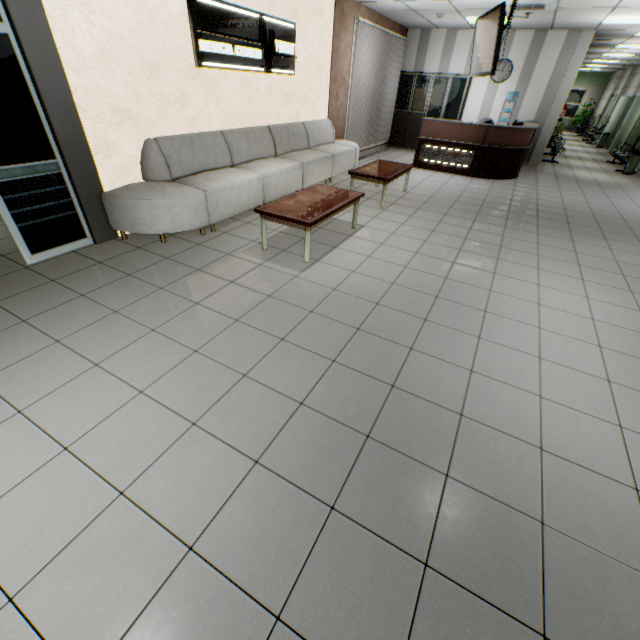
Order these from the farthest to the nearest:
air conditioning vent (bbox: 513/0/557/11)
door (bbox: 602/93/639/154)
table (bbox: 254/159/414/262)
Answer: door (bbox: 602/93/639/154)
air conditioning vent (bbox: 513/0/557/11)
table (bbox: 254/159/414/262)

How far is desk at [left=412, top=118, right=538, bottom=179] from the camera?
7.8 meters

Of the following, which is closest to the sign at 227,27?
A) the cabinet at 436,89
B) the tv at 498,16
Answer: the tv at 498,16

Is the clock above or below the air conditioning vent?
below

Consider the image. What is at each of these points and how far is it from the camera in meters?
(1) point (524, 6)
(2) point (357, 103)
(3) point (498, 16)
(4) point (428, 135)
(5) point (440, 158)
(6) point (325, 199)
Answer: (1) air conditioning vent, 6.3
(2) blinds, 8.6
(3) tv, 4.8
(4) desk, 8.4
(5) sign, 8.5
(6) table, 4.3

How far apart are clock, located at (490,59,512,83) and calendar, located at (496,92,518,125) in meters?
0.3

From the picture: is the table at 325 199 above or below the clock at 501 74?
below

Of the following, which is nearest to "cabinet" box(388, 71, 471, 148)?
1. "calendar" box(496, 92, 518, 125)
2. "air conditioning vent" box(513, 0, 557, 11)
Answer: "calendar" box(496, 92, 518, 125)
